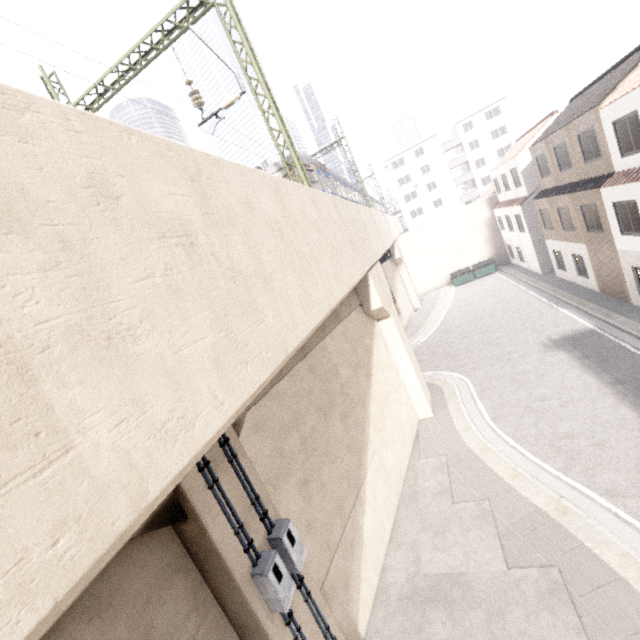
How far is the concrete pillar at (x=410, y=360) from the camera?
5.7 meters

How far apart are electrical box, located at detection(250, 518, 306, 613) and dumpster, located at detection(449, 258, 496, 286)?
33.2m

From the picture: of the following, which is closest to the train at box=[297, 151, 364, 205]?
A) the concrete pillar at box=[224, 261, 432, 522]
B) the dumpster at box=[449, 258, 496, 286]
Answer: the concrete pillar at box=[224, 261, 432, 522]

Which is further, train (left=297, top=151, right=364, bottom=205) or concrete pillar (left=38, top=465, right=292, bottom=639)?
train (left=297, top=151, right=364, bottom=205)

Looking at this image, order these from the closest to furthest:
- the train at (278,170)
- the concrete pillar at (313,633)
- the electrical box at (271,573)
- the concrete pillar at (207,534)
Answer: the concrete pillar at (207,534), the electrical box at (271,573), the concrete pillar at (313,633), the train at (278,170)

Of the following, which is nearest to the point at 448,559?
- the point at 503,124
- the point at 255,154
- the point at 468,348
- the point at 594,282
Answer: the point at 468,348

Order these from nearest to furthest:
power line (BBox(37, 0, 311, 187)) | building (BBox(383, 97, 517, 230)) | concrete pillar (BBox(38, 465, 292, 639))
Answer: concrete pillar (BBox(38, 465, 292, 639)) → power line (BBox(37, 0, 311, 187)) → building (BBox(383, 97, 517, 230))

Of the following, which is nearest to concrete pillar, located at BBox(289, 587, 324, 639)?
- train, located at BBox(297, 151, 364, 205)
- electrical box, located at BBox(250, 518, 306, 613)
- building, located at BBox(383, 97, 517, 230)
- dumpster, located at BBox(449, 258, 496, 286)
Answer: electrical box, located at BBox(250, 518, 306, 613)
